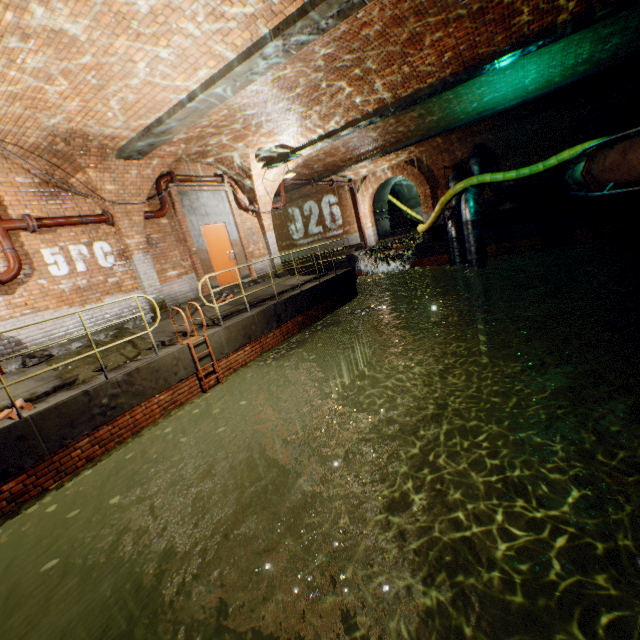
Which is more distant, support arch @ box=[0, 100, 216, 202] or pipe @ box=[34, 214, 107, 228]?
pipe @ box=[34, 214, 107, 228]

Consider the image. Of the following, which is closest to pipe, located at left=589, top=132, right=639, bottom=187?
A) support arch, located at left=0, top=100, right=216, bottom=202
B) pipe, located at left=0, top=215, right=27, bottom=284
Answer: support arch, located at left=0, top=100, right=216, bottom=202

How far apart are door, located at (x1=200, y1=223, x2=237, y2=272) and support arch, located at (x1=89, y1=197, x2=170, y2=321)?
1.8m

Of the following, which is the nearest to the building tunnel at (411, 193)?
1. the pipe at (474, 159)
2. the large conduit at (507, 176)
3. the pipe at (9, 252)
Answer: the large conduit at (507, 176)

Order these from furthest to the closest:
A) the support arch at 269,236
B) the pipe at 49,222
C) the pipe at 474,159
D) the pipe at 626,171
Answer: the pipe at 474,159 < the support arch at 269,236 < the pipe at 49,222 < the pipe at 626,171

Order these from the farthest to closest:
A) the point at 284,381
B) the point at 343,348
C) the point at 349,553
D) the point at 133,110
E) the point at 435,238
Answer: the point at 435,238 < the point at 343,348 < the point at 284,381 < the point at 349,553 < the point at 133,110

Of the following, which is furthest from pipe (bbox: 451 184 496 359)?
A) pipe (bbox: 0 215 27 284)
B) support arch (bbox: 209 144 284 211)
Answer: pipe (bbox: 0 215 27 284)

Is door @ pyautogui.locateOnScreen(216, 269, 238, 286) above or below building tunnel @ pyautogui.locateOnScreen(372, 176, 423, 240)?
below
